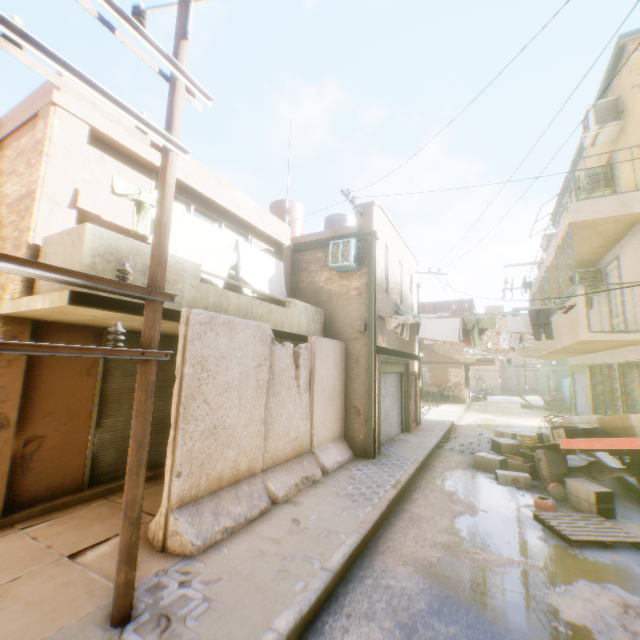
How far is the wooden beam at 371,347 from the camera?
9.42m

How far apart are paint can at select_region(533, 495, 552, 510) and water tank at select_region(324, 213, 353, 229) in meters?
10.6 m

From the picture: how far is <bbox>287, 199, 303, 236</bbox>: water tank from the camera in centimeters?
1420cm

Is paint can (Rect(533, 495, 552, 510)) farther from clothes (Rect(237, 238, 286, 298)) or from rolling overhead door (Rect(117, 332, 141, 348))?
rolling overhead door (Rect(117, 332, 141, 348))

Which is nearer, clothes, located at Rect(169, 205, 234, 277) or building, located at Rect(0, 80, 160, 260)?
building, located at Rect(0, 80, 160, 260)

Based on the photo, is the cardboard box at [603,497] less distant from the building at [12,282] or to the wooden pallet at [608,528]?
the building at [12,282]

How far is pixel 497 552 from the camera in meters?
5.0

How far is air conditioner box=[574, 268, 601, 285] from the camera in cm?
1085
